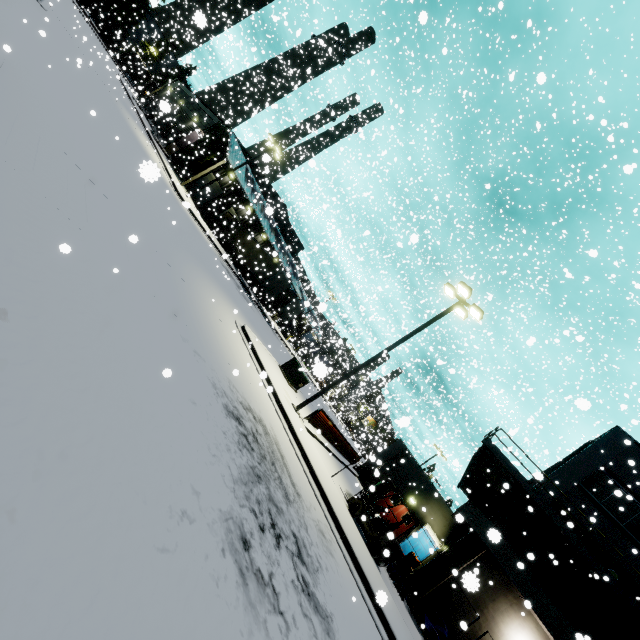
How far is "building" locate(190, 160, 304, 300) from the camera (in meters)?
34.75

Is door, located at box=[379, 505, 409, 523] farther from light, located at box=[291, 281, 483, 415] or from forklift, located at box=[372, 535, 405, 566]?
light, located at box=[291, 281, 483, 415]

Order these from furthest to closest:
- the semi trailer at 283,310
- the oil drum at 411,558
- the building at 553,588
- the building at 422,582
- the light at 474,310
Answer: the semi trailer at 283,310 → the oil drum at 411,558 → the building at 422,582 → the light at 474,310 → the building at 553,588

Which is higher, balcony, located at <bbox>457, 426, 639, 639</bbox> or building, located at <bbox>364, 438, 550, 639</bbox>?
balcony, located at <bbox>457, 426, 639, 639</bbox>

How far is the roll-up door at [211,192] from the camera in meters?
39.4 m

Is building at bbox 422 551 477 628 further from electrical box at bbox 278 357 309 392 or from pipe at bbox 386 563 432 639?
electrical box at bbox 278 357 309 392

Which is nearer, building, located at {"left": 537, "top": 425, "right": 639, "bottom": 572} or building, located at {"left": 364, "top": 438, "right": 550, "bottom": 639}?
building, located at {"left": 364, "top": 438, "right": 550, "bottom": 639}

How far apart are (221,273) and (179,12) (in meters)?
23.34
